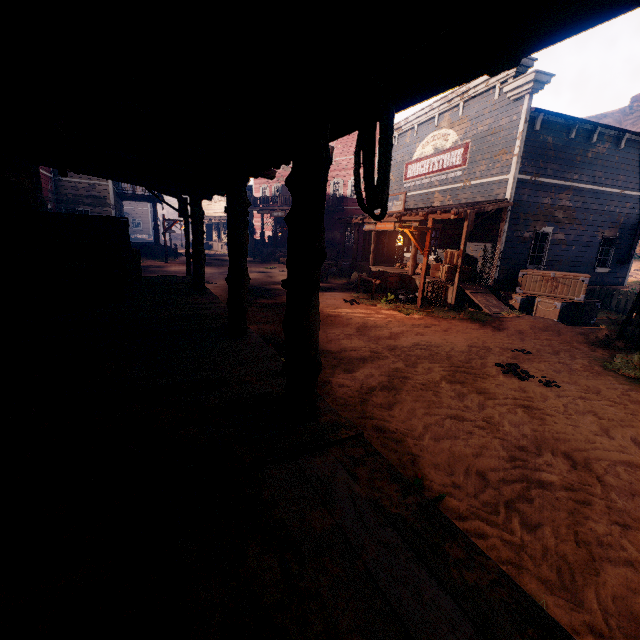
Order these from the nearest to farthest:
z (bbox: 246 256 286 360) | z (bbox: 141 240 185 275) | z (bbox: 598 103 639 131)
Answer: z (bbox: 246 256 286 360)
z (bbox: 141 240 185 275)
z (bbox: 598 103 639 131)

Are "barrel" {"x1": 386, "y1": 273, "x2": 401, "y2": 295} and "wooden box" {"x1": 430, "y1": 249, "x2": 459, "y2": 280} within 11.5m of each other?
yes

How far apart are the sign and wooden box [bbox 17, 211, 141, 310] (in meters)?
3.64

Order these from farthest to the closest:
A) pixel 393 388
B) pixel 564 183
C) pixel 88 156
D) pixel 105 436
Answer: pixel 564 183 < pixel 88 156 < pixel 393 388 < pixel 105 436

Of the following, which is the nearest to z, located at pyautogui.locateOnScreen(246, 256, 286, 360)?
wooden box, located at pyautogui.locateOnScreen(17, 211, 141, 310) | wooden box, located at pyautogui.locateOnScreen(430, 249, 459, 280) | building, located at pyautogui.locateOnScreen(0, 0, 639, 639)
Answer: building, located at pyautogui.locateOnScreen(0, 0, 639, 639)

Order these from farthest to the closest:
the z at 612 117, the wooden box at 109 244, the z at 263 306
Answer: the z at 612 117 < the z at 263 306 < the wooden box at 109 244

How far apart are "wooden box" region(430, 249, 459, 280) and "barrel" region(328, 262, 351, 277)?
6.38m

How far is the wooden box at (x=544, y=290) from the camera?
11.0 meters
